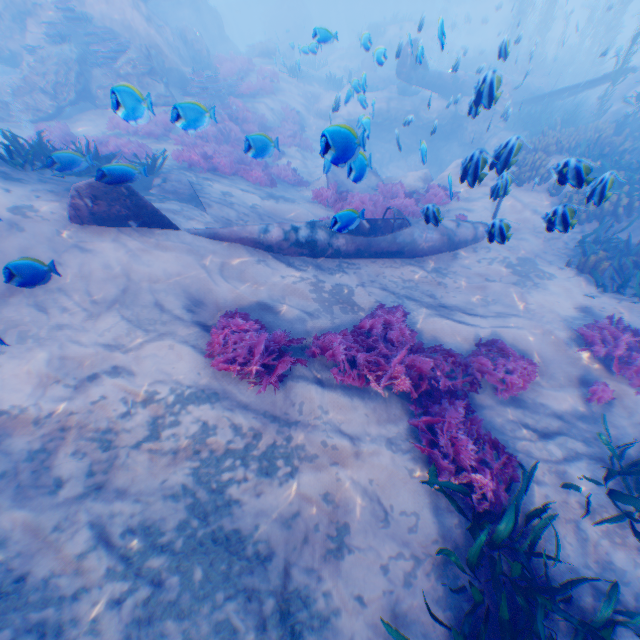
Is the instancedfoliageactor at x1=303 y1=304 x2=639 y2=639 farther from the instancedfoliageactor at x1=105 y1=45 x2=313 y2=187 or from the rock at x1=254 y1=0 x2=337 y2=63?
the instancedfoliageactor at x1=105 y1=45 x2=313 y2=187

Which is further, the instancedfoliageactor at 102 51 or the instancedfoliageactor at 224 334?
the instancedfoliageactor at 102 51

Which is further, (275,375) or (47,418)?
(275,375)

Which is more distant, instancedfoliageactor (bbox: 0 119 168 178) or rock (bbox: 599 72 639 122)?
rock (bbox: 599 72 639 122)

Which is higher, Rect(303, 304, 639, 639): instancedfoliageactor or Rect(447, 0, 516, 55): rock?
Rect(447, 0, 516, 55): rock

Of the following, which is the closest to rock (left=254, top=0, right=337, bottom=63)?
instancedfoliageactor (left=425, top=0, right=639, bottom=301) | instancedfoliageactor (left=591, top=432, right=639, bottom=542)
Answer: instancedfoliageactor (left=425, top=0, right=639, bottom=301)

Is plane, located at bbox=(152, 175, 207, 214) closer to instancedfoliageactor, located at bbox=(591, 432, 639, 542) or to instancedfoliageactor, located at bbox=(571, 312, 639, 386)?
instancedfoliageactor, located at bbox=(571, 312, 639, 386)

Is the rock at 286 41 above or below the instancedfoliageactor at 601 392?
above
